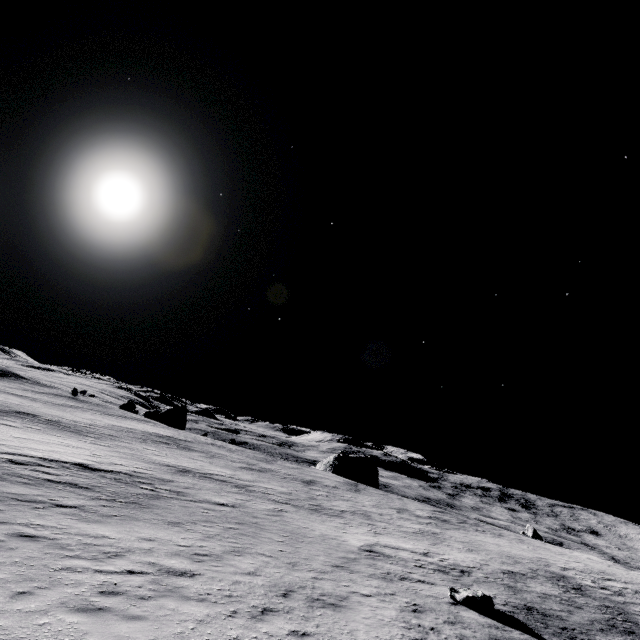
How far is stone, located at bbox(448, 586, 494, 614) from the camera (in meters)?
11.49

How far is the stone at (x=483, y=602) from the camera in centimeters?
1149cm

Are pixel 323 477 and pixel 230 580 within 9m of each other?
no
